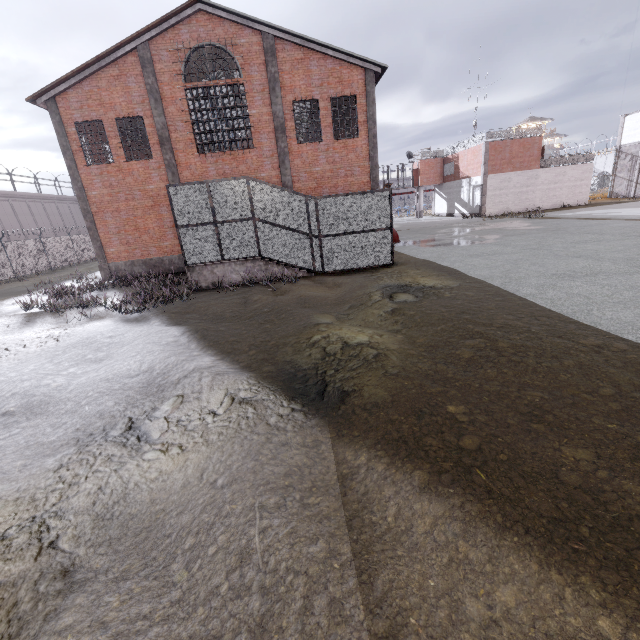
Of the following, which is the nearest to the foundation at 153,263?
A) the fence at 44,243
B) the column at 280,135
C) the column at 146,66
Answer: the column at 146,66

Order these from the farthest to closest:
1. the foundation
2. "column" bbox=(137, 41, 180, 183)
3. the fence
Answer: the fence
the foundation
"column" bbox=(137, 41, 180, 183)

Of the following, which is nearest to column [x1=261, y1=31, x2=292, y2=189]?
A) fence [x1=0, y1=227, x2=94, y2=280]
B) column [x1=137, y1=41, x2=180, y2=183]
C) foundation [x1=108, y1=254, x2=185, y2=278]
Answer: column [x1=137, y1=41, x2=180, y2=183]

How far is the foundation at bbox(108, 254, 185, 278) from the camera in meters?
A: 18.3 m

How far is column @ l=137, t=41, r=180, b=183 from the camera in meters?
15.4 m

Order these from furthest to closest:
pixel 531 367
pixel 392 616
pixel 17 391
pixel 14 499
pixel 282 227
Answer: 1. pixel 282 227
2. pixel 17 391
3. pixel 531 367
4. pixel 14 499
5. pixel 392 616

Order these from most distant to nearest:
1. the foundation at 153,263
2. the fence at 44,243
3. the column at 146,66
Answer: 1. the fence at 44,243
2. the foundation at 153,263
3. the column at 146,66
